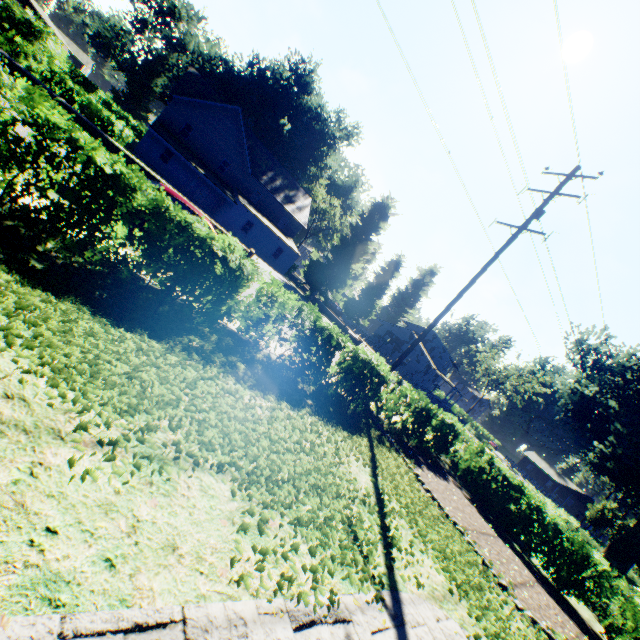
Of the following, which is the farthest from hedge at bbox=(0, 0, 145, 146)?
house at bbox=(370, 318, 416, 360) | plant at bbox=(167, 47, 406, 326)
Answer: house at bbox=(370, 318, 416, 360)

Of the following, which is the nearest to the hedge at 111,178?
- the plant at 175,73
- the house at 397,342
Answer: the plant at 175,73

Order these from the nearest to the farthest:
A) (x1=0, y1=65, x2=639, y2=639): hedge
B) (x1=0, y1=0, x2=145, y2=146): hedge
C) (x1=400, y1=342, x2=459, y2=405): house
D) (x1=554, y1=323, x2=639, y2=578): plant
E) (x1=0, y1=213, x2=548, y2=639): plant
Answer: (x1=0, y1=213, x2=548, y2=639): plant, (x1=0, y1=65, x2=639, y2=639): hedge, (x1=0, y1=0, x2=145, y2=146): hedge, (x1=554, y1=323, x2=639, y2=578): plant, (x1=400, y1=342, x2=459, y2=405): house

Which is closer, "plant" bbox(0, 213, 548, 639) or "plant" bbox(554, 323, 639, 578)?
"plant" bbox(0, 213, 548, 639)

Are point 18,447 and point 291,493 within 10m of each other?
yes

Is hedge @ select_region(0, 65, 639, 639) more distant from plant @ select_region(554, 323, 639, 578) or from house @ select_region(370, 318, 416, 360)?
house @ select_region(370, 318, 416, 360)
